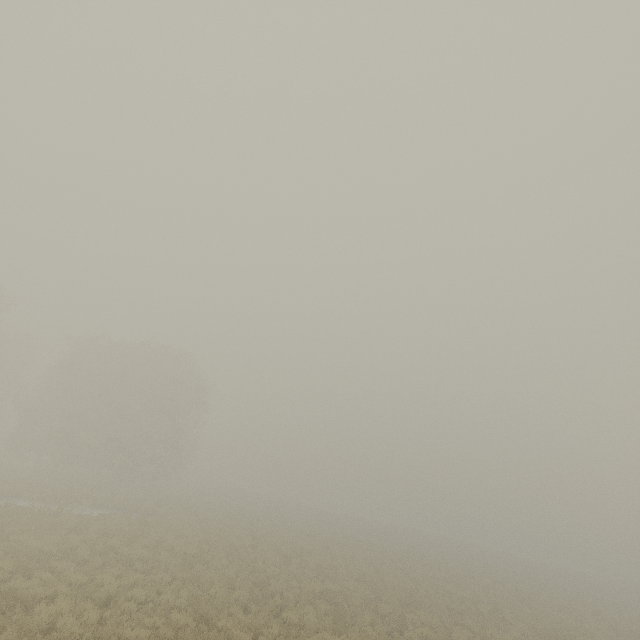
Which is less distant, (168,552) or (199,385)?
(168,552)
